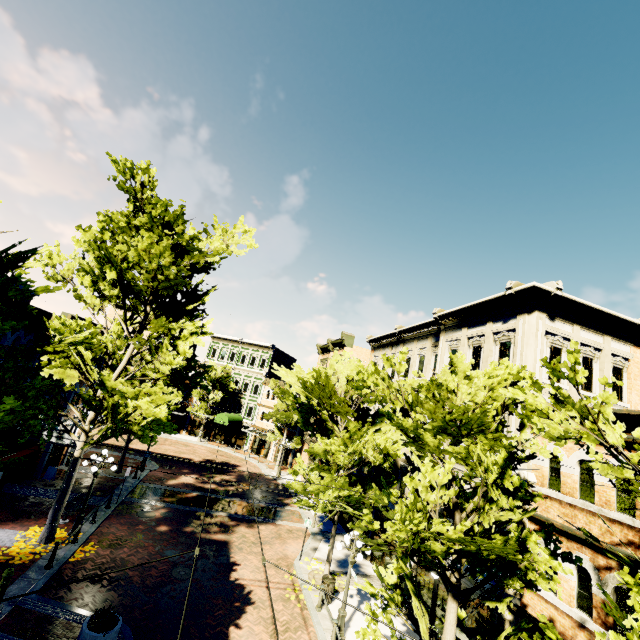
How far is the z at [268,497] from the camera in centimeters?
2528cm

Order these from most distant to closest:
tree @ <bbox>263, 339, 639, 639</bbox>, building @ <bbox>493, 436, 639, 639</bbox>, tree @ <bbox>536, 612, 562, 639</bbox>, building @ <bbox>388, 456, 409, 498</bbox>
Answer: building @ <bbox>388, 456, 409, 498</bbox>
building @ <bbox>493, 436, 639, 639</bbox>
tree @ <bbox>263, 339, 639, 639</bbox>
tree @ <bbox>536, 612, 562, 639</bbox>

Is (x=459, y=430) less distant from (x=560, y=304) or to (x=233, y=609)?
(x=560, y=304)

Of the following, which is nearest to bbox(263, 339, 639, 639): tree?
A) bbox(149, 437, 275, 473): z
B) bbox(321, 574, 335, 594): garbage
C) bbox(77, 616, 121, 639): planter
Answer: bbox(149, 437, 275, 473): z

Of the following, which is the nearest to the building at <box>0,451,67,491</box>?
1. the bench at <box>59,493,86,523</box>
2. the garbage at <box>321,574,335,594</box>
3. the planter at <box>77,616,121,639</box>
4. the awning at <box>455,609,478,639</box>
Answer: the awning at <box>455,609,478,639</box>

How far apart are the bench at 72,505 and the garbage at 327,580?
12.17m

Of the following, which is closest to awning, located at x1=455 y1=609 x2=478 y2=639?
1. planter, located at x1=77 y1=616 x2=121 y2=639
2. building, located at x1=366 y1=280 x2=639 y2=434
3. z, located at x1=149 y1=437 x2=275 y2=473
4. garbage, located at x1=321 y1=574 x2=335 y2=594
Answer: building, located at x1=366 y1=280 x2=639 y2=434

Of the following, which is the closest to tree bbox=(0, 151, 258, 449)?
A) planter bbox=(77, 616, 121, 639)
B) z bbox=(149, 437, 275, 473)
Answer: z bbox=(149, 437, 275, 473)
